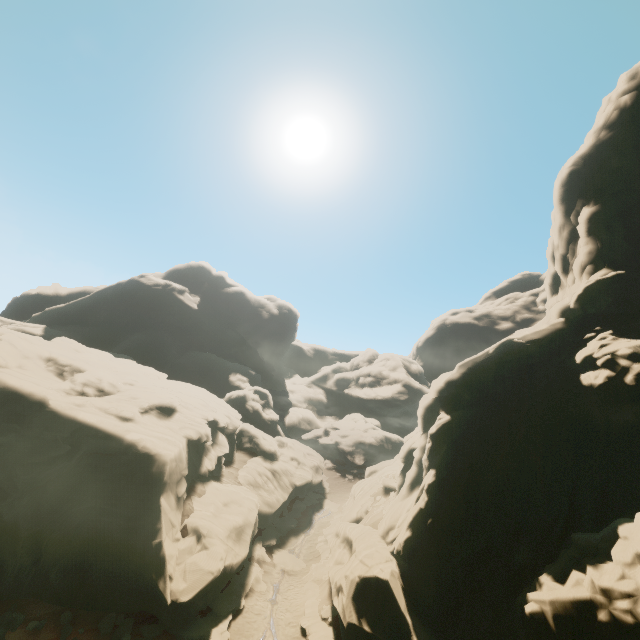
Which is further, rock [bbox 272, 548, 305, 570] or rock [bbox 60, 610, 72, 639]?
→ rock [bbox 272, 548, 305, 570]

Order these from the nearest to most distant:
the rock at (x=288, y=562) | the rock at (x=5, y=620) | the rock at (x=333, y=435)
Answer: the rock at (x=333, y=435), the rock at (x=5, y=620), the rock at (x=288, y=562)

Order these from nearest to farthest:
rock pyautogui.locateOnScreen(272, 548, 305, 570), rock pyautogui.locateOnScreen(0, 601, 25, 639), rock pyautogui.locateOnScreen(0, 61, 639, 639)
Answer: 1. rock pyautogui.locateOnScreen(0, 61, 639, 639)
2. rock pyautogui.locateOnScreen(0, 601, 25, 639)
3. rock pyautogui.locateOnScreen(272, 548, 305, 570)

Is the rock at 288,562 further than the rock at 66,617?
Yes

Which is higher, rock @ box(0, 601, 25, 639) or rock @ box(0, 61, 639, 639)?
rock @ box(0, 61, 639, 639)

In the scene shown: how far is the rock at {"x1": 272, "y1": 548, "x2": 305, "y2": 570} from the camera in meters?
25.7

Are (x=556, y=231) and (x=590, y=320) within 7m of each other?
no
